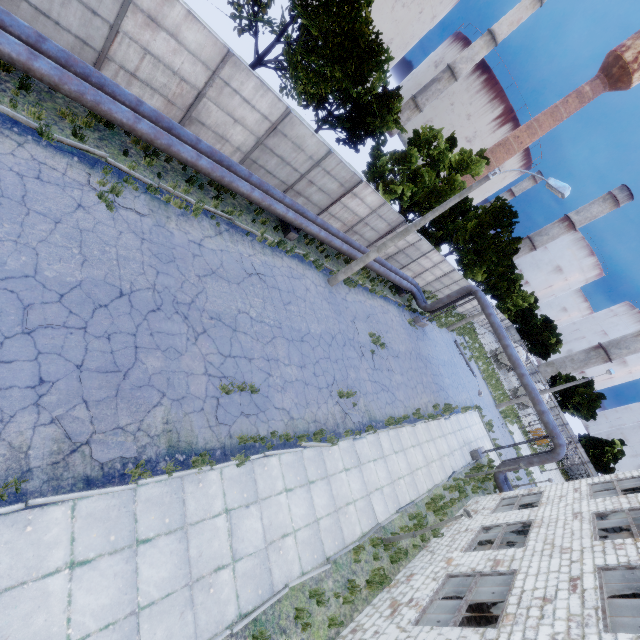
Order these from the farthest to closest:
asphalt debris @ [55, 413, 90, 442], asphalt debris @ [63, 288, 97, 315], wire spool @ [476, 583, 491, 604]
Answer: wire spool @ [476, 583, 491, 604]
asphalt debris @ [63, 288, 97, 315]
asphalt debris @ [55, 413, 90, 442]

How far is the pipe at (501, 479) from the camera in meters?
20.1 m

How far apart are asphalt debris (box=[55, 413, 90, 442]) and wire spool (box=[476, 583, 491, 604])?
13.5 meters

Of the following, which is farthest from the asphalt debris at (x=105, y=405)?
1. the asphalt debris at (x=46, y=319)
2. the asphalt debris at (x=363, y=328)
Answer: the asphalt debris at (x=363, y=328)

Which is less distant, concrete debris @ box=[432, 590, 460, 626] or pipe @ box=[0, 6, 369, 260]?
pipe @ box=[0, 6, 369, 260]

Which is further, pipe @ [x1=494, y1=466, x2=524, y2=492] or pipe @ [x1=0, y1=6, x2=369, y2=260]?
pipe @ [x1=494, y1=466, x2=524, y2=492]

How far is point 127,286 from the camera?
8.2m

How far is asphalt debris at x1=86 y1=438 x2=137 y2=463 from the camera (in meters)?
6.11
